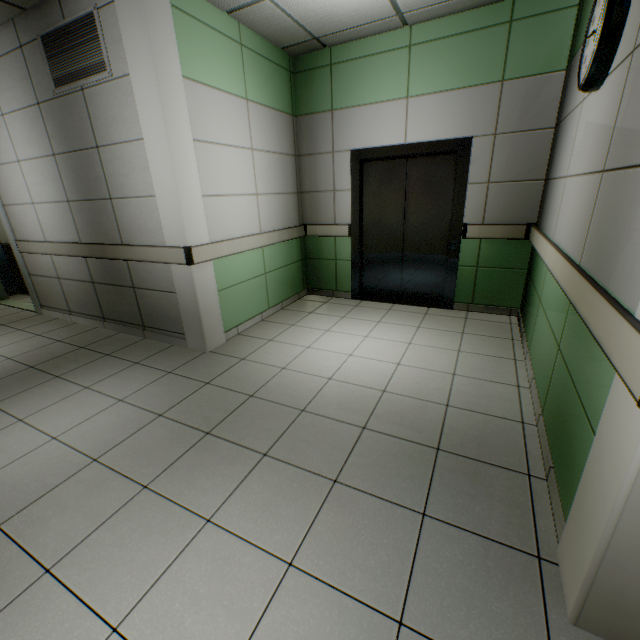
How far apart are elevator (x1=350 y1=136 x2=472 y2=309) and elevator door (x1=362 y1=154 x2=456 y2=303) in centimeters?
1cm

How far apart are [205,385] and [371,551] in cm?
196

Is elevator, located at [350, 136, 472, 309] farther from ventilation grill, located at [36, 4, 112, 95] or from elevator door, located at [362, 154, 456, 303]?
ventilation grill, located at [36, 4, 112, 95]

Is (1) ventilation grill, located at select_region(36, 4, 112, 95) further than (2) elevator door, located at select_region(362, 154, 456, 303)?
No

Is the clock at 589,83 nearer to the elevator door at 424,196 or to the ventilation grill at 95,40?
the elevator door at 424,196

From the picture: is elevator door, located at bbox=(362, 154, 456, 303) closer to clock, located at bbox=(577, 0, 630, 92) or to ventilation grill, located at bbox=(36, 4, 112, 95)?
clock, located at bbox=(577, 0, 630, 92)

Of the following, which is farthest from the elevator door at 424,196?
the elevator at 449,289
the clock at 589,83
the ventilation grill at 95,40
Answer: the ventilation grill at 95,40

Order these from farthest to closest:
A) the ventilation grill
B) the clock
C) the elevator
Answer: the elevator < the ventilation grill < the clock
